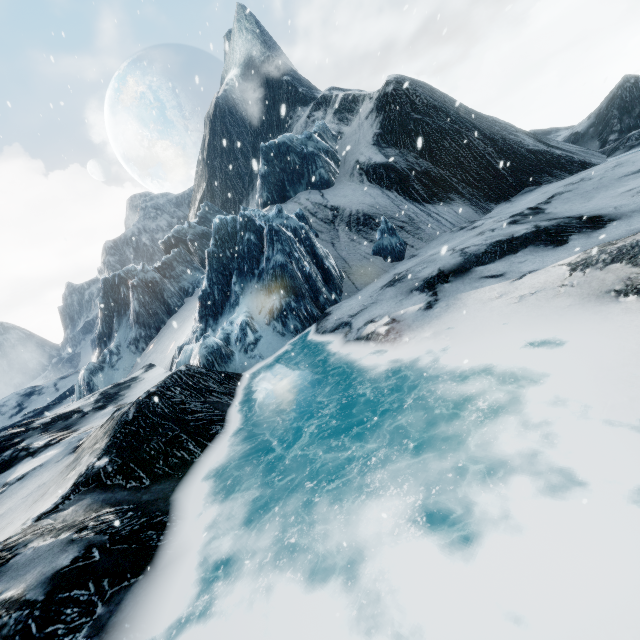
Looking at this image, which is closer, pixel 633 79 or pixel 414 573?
A: pixel 414 573
